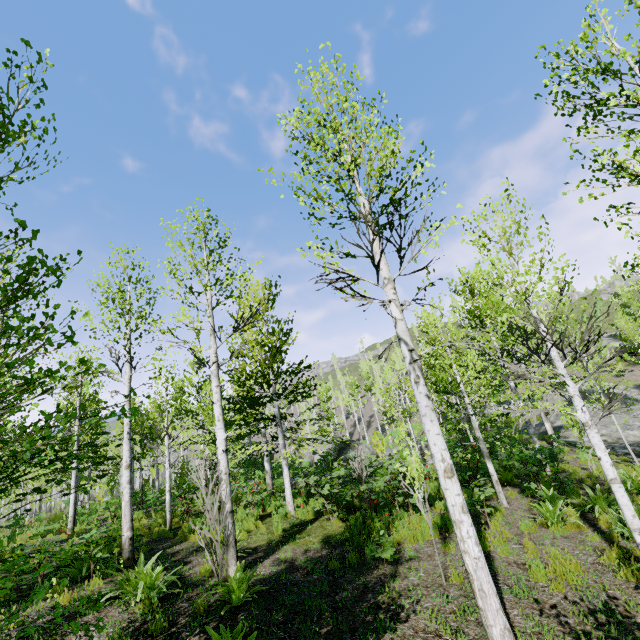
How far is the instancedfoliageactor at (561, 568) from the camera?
5.4m

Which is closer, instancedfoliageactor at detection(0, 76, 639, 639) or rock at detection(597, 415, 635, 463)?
instancedfoliageactor at detection(0, 76, 639, 639)

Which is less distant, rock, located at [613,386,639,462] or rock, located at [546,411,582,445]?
rock, located at [613,386,639,462]

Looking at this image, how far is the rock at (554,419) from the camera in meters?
20.3

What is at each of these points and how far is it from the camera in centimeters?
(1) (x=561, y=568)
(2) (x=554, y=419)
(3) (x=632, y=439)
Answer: (1) instancedfoliageactor, 580cm
(2) rock, 2494cm
(3) rock, 1831cm

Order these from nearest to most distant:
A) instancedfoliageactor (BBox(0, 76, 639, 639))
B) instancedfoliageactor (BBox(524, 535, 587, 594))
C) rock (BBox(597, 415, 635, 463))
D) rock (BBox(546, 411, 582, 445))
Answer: instancedfoliageactor (BBox(0, 76, 639, 639))
instancedfoliageactor (BBox(524, 535, 587, 594))
rock (BBox(597, 415, 635, 463))
rock (BBox(546, 411, 582, 445))

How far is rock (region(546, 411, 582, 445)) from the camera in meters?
20.3 m

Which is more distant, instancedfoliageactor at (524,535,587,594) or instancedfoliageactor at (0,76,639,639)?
instancedfoliageactor at (524,535,587,594)
